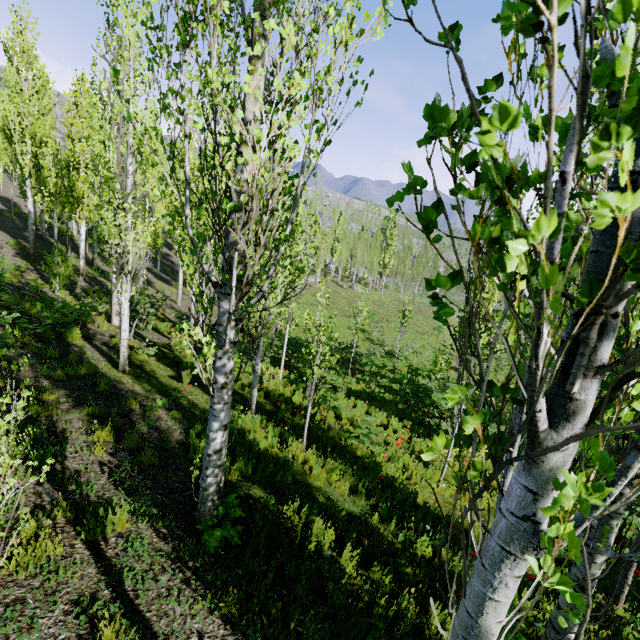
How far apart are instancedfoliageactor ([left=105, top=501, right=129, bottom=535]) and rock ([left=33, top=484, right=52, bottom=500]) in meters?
0.9 m

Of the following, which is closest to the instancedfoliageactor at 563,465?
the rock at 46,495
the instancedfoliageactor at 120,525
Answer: the instancedfoliageactor at 120,525

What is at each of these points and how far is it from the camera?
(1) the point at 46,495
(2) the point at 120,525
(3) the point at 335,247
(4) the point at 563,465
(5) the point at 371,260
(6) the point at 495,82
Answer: (1) rock, 4.17m
(2) instancedfoliageactor, 4.04m
(3) instancedfoliageactor, 50.31m
(4) instancedfoliageactor, 0.89m
(5) instancedfoliageactor, 58.69m
(6) instancedfoliageactor, 1.19m

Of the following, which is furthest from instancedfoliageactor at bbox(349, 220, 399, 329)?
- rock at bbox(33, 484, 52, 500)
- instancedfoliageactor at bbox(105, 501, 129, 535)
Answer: rock at bbox(33, 484, 52, 500)

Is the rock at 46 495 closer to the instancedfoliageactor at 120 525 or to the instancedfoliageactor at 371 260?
the instancedfoliageactor at 120 525

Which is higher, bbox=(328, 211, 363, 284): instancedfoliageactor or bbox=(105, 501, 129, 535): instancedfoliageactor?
bbox=(328, 211, 363, 284): instancedfoliageactor
